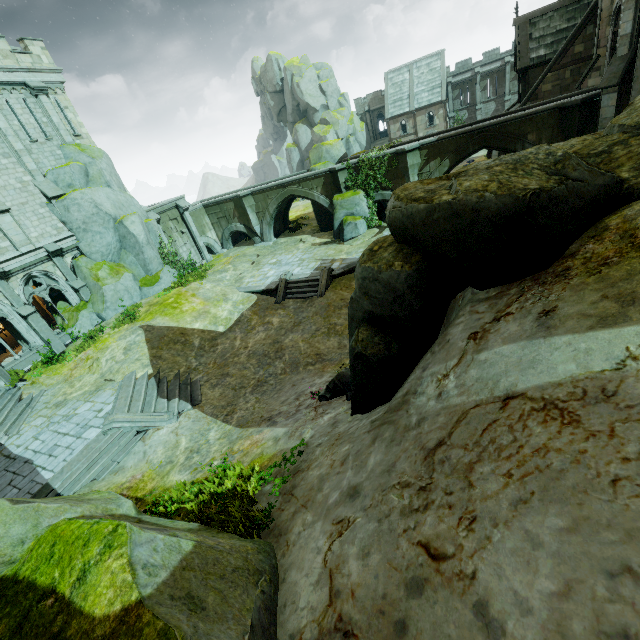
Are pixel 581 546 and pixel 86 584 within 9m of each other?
yes

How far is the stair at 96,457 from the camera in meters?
10.8

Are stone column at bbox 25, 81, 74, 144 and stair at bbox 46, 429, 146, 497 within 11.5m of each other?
no

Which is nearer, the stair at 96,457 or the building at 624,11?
the stair at 96,457

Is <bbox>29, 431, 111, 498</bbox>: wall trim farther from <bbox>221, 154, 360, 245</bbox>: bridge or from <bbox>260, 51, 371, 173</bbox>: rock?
<bbox>260, 51, 371, 173</bbox>: rock

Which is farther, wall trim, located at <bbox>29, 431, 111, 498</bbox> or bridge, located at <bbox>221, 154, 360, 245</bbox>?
bridge, located at <bbox>221, 154, 360, 245</bbox>

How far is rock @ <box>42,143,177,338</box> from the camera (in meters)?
20.44

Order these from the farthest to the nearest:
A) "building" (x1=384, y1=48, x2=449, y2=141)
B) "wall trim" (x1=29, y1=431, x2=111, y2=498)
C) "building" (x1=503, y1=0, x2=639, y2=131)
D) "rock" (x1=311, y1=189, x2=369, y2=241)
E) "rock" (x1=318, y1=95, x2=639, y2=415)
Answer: "building" (x1=384, y1=48, x2=449, y2=141) < "rock" (x1=311, y1=189, x2=369, y2=241) < "building" (x1=503, y1=0, x2=639, y2=131) < "wall trim" (x1=29, y1=431, x2=111, y2=498) < "rock" (x1=318, y1=95, x2=639, y2=415)
